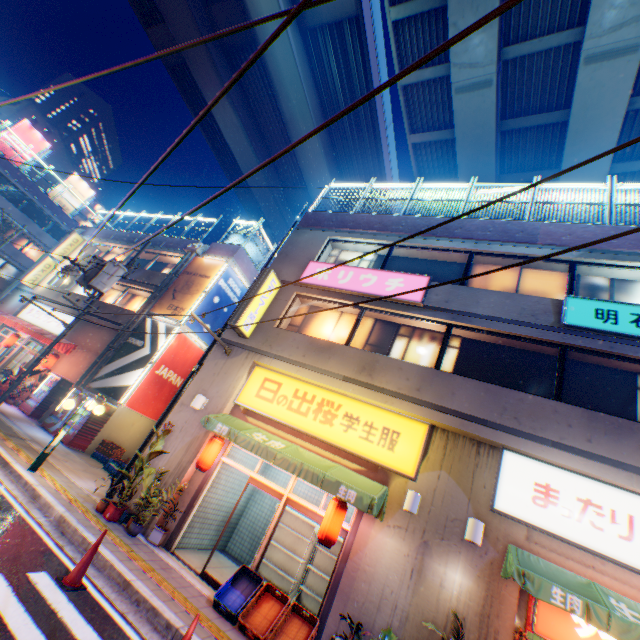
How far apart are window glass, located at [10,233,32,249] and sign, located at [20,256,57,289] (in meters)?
13.08

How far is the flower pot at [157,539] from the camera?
8.1m

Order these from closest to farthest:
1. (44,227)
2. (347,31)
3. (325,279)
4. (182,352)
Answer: (325,279), (182,352), (347,31), (44,227)

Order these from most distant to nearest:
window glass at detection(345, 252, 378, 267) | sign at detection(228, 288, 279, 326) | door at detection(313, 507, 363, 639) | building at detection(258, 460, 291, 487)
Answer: window glass at detection(345, 252, 378, 267), building at detection(258, 460, 291, 487), sign at detection(228, 288, 279, 326), door at detection(313, 507, 363, 639)

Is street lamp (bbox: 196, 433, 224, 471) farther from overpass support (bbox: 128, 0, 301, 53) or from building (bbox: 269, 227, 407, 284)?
overpass support (bbox: 128, 0, 301, 53)

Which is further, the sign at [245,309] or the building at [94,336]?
the building at [94,336]

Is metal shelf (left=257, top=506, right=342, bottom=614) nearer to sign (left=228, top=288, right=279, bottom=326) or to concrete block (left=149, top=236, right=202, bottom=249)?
sign (left=228, top=288, right=279, bottom=326)

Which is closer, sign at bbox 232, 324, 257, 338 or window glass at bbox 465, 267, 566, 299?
window glass at bbox 465, 267, 566, 299
